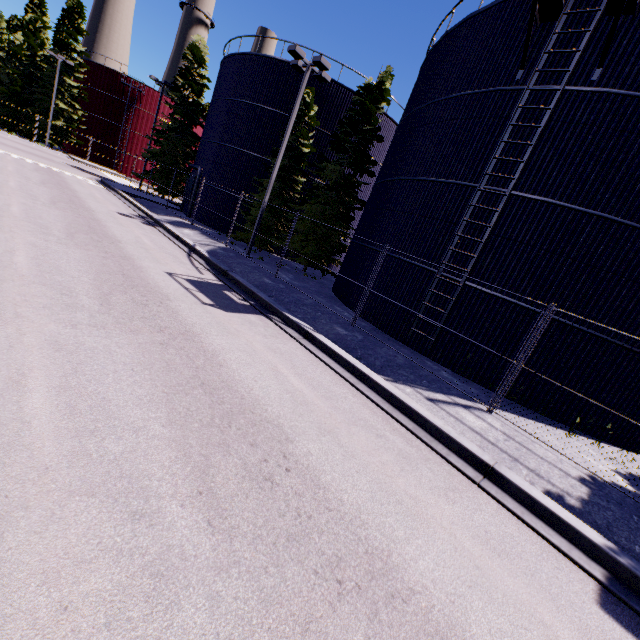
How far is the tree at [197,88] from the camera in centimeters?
2889cm

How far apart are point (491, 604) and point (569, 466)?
5.4 meters

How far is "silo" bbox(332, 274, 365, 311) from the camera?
14.52m

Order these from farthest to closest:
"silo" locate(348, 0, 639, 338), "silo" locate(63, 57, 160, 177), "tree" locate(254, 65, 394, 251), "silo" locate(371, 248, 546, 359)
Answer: "silo" locate(63, 57, 160, 177)
"tree" locate(254, 65, 394, 251)
"silo" locate(371, 248, 546, 359)
"silo" locate(348, 0, 639, 338)

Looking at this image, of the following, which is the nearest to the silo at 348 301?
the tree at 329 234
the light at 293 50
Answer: the tree at 329 234

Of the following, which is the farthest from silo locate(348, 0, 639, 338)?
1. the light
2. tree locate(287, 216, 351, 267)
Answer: the light
